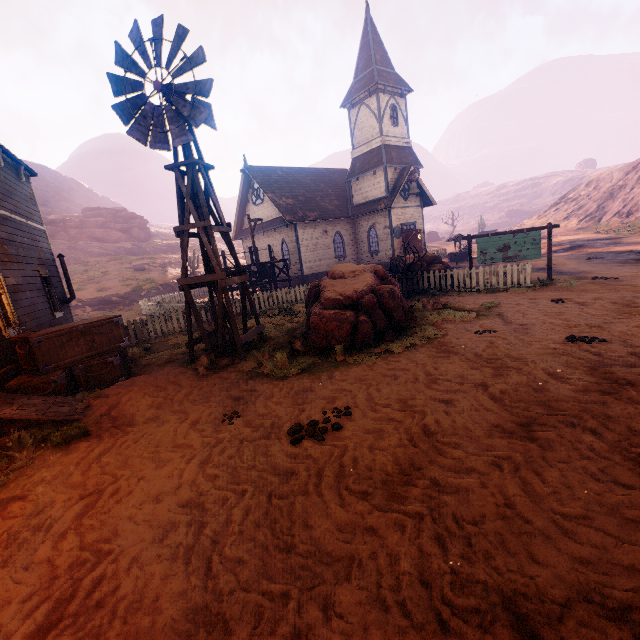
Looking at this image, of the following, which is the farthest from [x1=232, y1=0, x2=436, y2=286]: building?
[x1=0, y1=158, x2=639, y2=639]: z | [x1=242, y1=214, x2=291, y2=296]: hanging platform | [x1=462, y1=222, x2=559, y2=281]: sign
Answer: [x1=462, y1=222, x2=559, y2=281]: sign

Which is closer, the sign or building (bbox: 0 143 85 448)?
building (bbox: 0 143 85 448)

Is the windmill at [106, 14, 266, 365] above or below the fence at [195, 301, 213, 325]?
above

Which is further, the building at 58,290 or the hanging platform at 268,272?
the hanging platform at 268,272

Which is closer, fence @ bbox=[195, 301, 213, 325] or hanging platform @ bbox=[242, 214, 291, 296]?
fence @ bbox=[195, 301, 213, 325]

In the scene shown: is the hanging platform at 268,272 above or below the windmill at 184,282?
below

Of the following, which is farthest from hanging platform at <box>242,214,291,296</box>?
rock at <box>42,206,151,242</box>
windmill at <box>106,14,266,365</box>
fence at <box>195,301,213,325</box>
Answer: rock at <box>42,206,151,242</box>

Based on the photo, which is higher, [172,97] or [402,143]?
[402,143]
